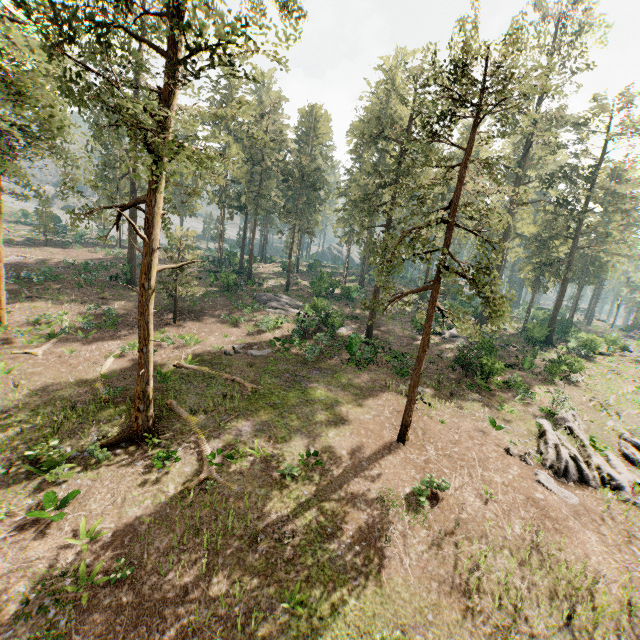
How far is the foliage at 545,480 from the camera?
15.98m

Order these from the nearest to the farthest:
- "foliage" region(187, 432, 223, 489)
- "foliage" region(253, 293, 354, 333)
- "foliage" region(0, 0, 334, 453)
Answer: "foliage" region(0, 0, 334, 453)
"foliage" region(187, 432, 223, 489)
"foliage" region(253, 293, 354, 333)

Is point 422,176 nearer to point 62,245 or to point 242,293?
point 242,293

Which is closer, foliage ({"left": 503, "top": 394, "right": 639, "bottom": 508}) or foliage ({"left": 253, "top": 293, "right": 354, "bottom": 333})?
foliage ({"left": 503, "top": 394, "right": 639, "bottom": 508})

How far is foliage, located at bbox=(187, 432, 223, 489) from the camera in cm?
1312
